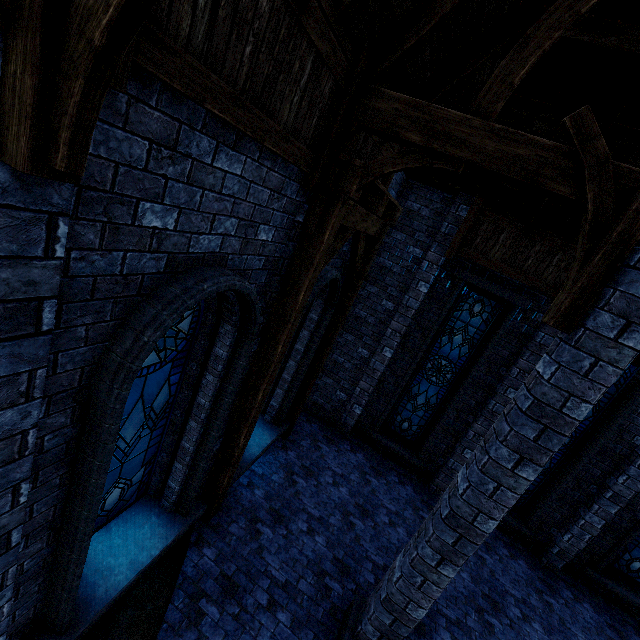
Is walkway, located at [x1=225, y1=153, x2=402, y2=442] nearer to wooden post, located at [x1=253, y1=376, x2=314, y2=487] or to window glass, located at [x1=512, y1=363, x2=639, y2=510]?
wooden post, located at [x1=253, y1=376, x2=314, y2=487]

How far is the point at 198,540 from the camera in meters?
5.3 m

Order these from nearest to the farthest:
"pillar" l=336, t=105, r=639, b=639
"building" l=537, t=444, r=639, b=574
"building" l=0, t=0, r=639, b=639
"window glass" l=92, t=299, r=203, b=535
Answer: "building" l=0, t=0, r=639, b=639 < "pillar" l=336, t=105, r=639, b=639 < "window glass" l=92, t=299, r=203, b=535 < "building" l=537, t=444, r=639, b=574

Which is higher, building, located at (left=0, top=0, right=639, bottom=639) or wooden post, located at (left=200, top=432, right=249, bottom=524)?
building, located at (left=0, top=0, right=639, bottom=639)

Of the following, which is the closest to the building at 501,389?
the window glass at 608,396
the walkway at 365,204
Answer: the walkway at 365,204

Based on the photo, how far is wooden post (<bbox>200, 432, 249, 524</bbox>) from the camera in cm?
523

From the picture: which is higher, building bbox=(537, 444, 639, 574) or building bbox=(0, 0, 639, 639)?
building bbox=(0, 0, 639, 639)

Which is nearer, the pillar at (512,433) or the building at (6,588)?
the building at (6,588)
